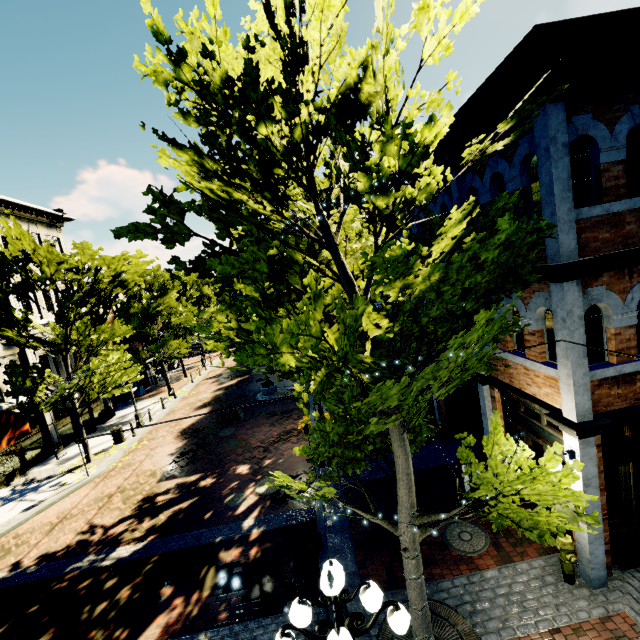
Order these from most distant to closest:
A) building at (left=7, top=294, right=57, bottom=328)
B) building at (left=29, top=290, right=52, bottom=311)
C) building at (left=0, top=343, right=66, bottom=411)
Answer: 1. building at (left=29, top=290, right=52, bottom=311)
2. building at (left=7, top=294, right=57, bottom=328)
3. building at (left=0, top=343, right=66, bottom=411)

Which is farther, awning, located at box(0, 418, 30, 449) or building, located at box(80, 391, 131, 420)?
building, located at box(80, 391, 131, 420)

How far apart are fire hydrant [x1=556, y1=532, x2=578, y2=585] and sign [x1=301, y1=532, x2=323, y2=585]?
4.60m

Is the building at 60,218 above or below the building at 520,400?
above

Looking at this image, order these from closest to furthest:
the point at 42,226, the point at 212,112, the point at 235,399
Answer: the point at 212,112
the point at 42,226
the point at 235,399

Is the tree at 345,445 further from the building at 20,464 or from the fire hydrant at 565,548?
the fire hydrant at 565,548

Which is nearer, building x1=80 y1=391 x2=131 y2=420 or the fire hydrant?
the fire hydrant

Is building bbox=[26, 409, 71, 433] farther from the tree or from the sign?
the sign
